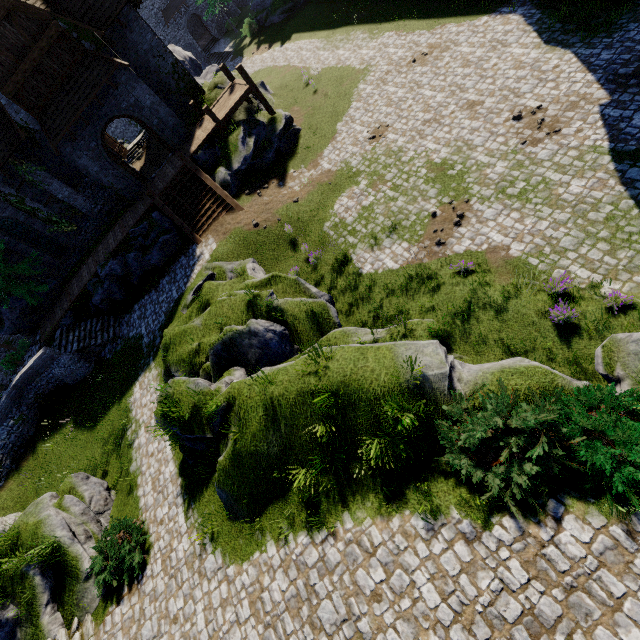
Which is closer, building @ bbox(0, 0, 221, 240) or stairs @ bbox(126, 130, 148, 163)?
building @ bbox(0, 0, 221, 240)

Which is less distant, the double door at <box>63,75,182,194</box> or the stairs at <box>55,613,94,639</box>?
the stairs at <box>55,613,94,639</box>

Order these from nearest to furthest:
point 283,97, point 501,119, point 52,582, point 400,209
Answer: point 52,582 < point 501,119 < point 400,209 < point 283,97

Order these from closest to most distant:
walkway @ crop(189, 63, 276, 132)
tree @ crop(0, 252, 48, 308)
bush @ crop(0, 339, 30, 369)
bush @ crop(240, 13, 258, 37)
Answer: walkway @ crop(189, 63, 276, 132) < tree @ crop(0, 252, 48, 308) < bush @ crop(0, 339, 30, 369) < bush @ crop(240, 13, 258, 37)

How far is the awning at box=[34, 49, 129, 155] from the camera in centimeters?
1688cm

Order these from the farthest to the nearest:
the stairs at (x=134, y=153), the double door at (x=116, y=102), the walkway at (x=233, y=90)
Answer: the stairs at (x=134, y=153) → the walkway at (x=233, y=90) → the double door at (x=116, y=102)

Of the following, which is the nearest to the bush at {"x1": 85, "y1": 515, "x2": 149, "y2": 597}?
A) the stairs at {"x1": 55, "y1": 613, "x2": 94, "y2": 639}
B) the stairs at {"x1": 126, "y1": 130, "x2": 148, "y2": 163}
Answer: the stairs at {"x1": 55, "y1": 613, "x2": 94, "y2": 639}

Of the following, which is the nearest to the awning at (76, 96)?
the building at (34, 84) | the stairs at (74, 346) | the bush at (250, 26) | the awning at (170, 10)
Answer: the building at (34, 84)
